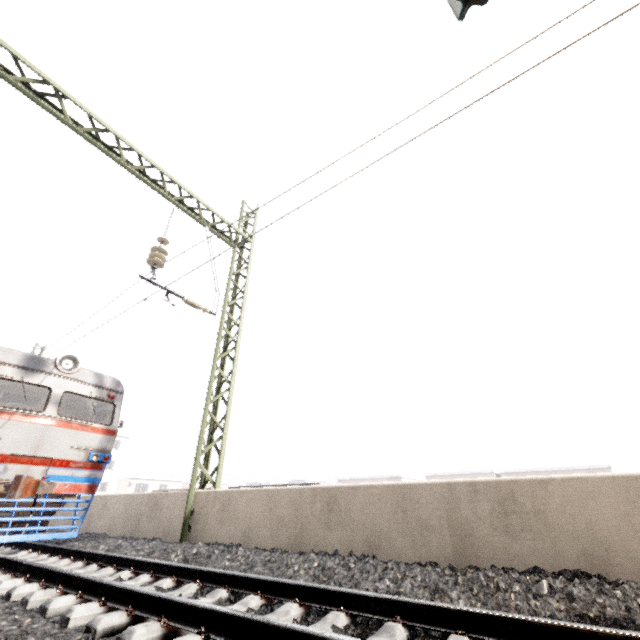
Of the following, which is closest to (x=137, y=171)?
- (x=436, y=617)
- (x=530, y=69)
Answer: (x=530, y=69)

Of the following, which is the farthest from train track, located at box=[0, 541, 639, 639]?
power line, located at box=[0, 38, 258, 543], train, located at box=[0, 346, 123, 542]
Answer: power line, located at box=[0, 38, 258, 543]

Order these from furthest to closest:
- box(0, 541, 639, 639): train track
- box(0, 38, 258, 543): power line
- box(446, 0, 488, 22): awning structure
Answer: box(0, 38, 258, 543): power line, box(446, 0, 488, 22): awning structure, box(0, 541, 639, 639): train track

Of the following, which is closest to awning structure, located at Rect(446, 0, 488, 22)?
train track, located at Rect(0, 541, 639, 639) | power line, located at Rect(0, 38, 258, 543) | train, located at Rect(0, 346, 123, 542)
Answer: train track, located at Rect(0, 541, 639, 639)

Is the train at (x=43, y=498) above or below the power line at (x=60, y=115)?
below

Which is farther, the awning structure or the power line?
the power line

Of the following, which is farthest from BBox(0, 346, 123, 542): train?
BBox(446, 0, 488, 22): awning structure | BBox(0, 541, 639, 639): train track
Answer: BBox(446, 0, 488, 22): awning structure

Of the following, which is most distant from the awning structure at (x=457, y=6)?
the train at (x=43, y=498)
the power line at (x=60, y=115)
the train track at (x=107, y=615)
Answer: the train at (x=43, y=498)
